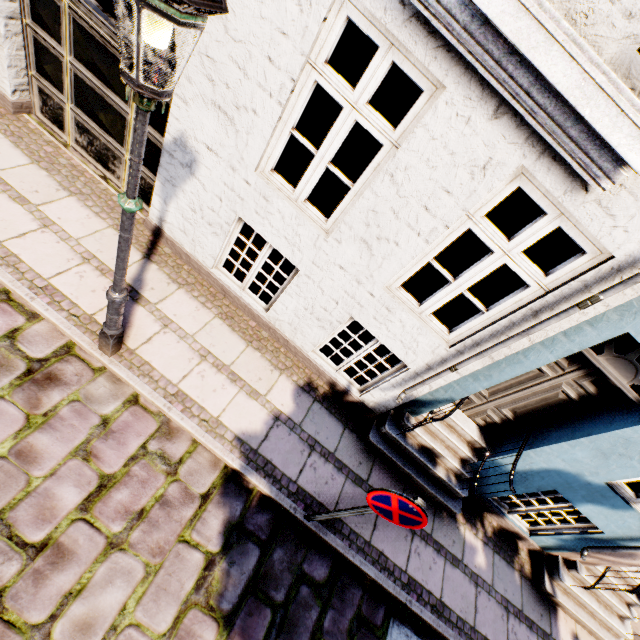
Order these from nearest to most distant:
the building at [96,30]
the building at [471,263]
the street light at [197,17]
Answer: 1. the street light at [197,17]
2. the building at [471,263]
3. the building at [96,30]

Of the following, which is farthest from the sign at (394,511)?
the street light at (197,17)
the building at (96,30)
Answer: the street light at (197,17)

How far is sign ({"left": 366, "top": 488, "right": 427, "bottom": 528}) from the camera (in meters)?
2.70

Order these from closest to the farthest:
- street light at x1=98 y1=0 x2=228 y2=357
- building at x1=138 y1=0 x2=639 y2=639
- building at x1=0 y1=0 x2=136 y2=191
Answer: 1. street light at x1=98 y1=0 x2=228 y2=357
2. building at x1=138 y1=0 x2=639 y2=639
3. building at x1=0 y1=0 x2=136 y2=191

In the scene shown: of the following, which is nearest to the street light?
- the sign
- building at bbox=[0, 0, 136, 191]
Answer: building at bbox=[0, 0, 136, 191]

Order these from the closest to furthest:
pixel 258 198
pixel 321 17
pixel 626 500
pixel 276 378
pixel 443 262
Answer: pixel 321 17 < pixel 258 198 < pixel 626 500 < pixel 276 378 < pixel 443 262

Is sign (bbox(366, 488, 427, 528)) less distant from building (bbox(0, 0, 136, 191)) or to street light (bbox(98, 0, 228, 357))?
building (bbox(0, 0, 136, 191))

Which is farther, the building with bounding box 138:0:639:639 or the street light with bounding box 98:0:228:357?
the building with bounding box 138:0:639:639
